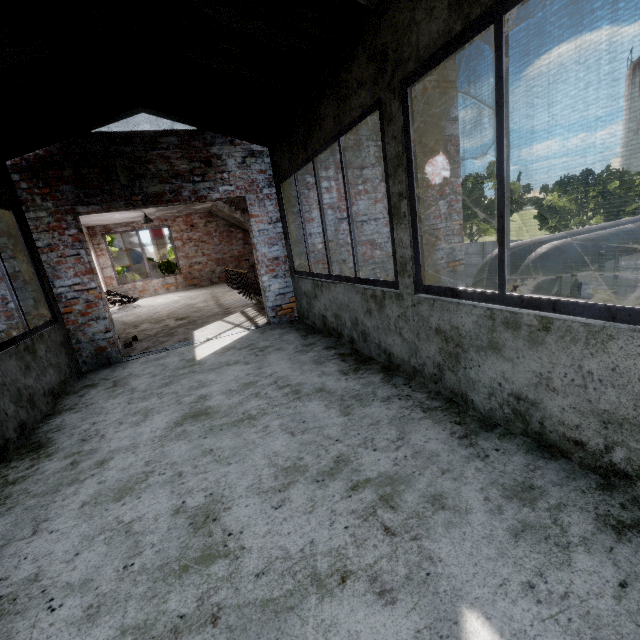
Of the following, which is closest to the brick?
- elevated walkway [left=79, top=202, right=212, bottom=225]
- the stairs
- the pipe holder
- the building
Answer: elevated walkway [left=79, top=202, right=212, bottom=225]

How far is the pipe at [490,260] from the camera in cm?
591

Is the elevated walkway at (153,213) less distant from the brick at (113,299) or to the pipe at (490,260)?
the brick at (113,299)

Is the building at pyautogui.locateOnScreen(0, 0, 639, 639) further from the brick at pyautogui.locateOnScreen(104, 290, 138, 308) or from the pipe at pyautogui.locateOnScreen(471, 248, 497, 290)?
the brick at pyautogui.locateOnScreen(104, 290, 138, 308)

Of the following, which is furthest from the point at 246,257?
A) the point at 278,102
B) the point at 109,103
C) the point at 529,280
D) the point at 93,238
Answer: the point at 529,280

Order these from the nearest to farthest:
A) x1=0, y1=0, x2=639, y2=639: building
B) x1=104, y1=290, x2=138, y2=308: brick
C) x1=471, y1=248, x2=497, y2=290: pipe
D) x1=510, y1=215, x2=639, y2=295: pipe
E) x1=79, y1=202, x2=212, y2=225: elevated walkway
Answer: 1. x1=0, y1=0, x2=639, y2=639: building
2. x1=510, y1=215, x2=639, y2=295: pipe
3. x1=471, y1=248, x2=497, y2=290: pipe
4. x1=79, y1=202, x2=212, y2=225: elevated walkway
5. x1=104, y1=290, x2=138, y2=308: brick

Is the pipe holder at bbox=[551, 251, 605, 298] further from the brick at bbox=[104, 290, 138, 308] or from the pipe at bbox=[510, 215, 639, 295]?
the brick at bbox=[104, 290, 138, 308]

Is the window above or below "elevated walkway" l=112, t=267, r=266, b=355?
above
